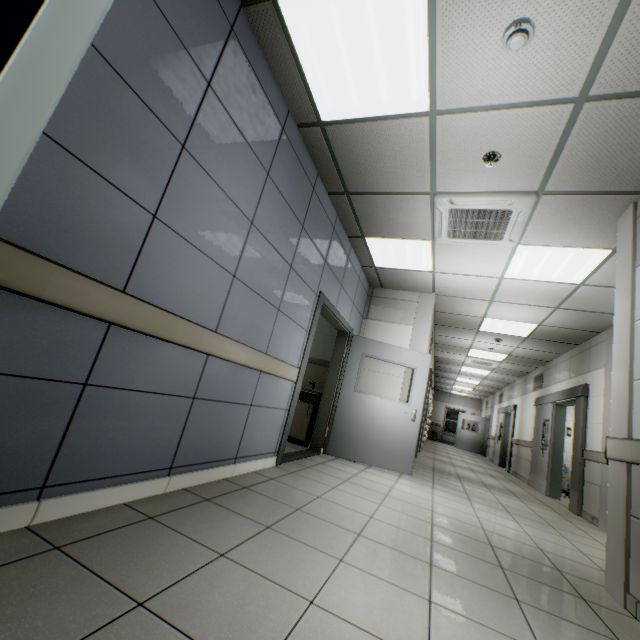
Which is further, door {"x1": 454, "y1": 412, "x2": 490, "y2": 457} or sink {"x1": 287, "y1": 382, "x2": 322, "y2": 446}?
door {"x1": 454, "y1": 412, "x2": 490, "y2": 457}

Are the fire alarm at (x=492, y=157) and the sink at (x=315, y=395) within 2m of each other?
no

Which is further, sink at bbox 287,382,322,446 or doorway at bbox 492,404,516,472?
doorway at bbox 492,404,516,472

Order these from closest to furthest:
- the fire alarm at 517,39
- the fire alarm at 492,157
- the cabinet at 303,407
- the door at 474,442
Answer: the fire alarm at 517,39 → the fire alarm at 492,157 → the cabinet at 303,407 → the door at 474,442

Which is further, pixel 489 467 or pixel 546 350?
pixel 489 467

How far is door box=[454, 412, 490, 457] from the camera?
17.8m

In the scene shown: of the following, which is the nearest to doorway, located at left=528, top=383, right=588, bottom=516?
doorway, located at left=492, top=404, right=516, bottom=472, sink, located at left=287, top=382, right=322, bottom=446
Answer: doorway, located at left=492, top=404, right=516, bottom=472

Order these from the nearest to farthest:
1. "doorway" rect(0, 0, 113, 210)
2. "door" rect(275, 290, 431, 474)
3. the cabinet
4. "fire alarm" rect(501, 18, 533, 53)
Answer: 1. "doorway" rect(0, 0, 113, 210)
2. "fire alarm" rect(501, 18, 533, 53)
3. "door" rect(275, 290, 431, 474)
4. the cabinet
